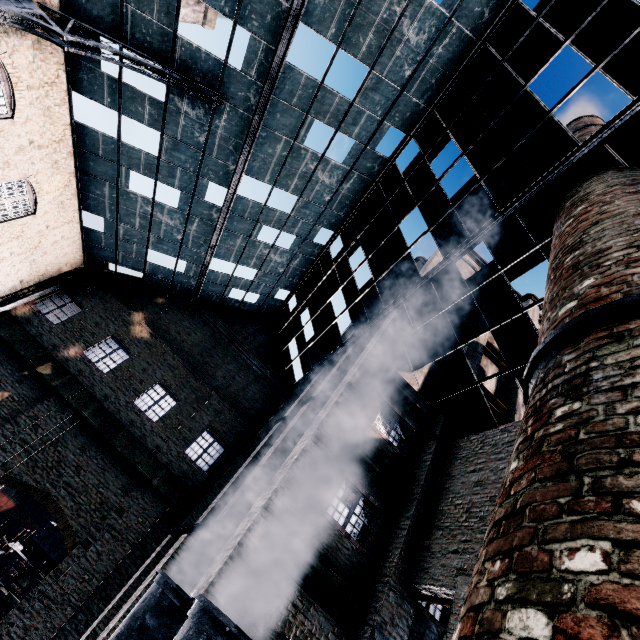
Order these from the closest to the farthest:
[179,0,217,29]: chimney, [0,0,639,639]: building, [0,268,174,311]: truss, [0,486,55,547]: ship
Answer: [0,0,639,639]: building
[0,268,174,311]: truss
[179,0,217,29]: chimney
[0,486,55,547]: ship

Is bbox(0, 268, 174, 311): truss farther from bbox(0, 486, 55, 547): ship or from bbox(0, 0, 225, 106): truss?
bbox(0, 486, 55, 547): ship

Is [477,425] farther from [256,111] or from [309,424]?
[256,111]

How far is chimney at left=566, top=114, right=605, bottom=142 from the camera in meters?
13.2 m

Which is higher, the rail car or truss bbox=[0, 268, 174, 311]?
truss bbox=[0, 268, 174, 311]

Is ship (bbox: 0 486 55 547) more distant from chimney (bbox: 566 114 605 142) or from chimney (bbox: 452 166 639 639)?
chimney (bbox: 566 114 605 142)

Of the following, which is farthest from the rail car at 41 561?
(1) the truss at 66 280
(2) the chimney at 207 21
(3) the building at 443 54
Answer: (2) the chimney at 207 21

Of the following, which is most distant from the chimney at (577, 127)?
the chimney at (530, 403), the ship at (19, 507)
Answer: the ship at (19, 507)
